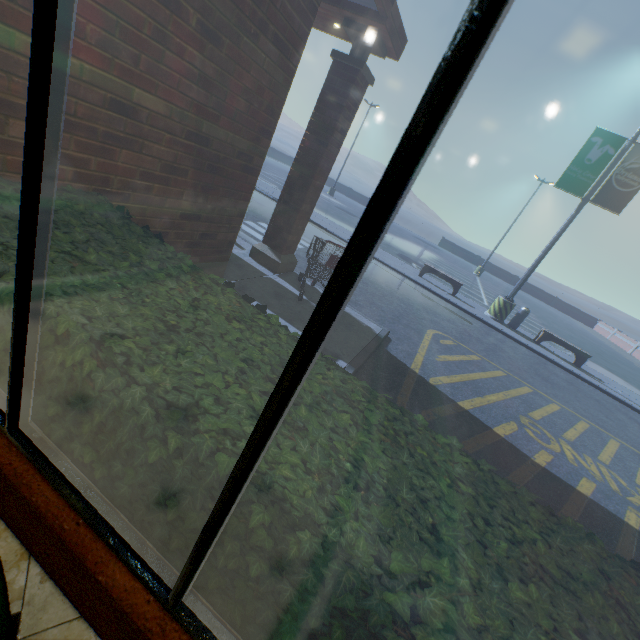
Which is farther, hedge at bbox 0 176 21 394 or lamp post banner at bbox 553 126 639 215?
lamp post banner at bbox 553 126 639 215

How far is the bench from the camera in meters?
12.1

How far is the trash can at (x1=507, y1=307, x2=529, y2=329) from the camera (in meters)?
12.88

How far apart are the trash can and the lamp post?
0.3m

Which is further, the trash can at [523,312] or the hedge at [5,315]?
the trash can at [523,312]

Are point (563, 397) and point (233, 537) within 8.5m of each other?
no

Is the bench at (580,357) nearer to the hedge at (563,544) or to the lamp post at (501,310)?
the lamp post at (501,310)

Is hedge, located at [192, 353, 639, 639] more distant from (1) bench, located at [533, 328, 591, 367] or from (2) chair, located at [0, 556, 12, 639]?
(1) bench, located at [533, 328, 591, 367]
